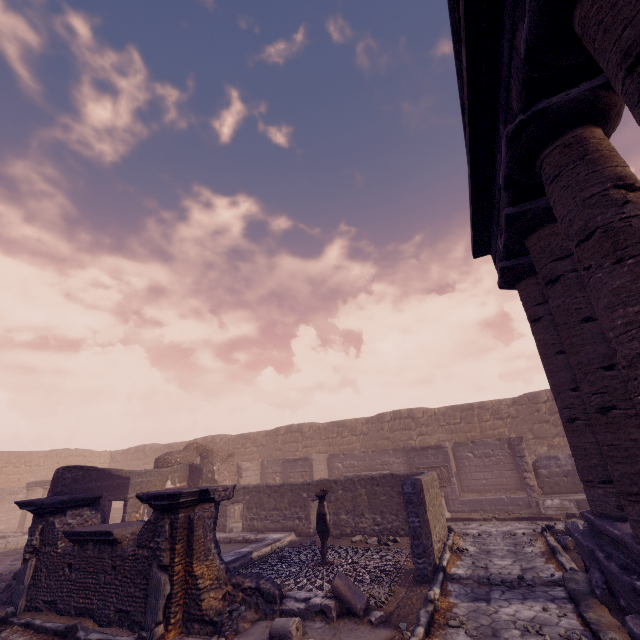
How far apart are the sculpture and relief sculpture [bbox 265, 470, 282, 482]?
11.0 meters

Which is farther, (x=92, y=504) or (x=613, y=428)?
(x=92, y=504)

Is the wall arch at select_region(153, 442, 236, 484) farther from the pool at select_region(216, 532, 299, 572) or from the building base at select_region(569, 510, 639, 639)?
the building base at select_region(569, 510, 639, 639)

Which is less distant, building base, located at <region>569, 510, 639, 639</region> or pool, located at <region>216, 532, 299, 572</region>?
building base, located at <region>569, 510, 639, 639</region>

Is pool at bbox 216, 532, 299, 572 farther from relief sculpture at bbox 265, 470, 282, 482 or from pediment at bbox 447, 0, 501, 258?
pediment at bbox 447, 0, 501, 258

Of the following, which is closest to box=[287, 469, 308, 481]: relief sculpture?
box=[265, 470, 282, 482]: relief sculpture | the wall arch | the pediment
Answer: box=[265, 470, 282, 482]: relief sculpture

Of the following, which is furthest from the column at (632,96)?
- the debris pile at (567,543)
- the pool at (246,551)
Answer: the pool at (246,551)

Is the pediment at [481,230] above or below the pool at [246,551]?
above
